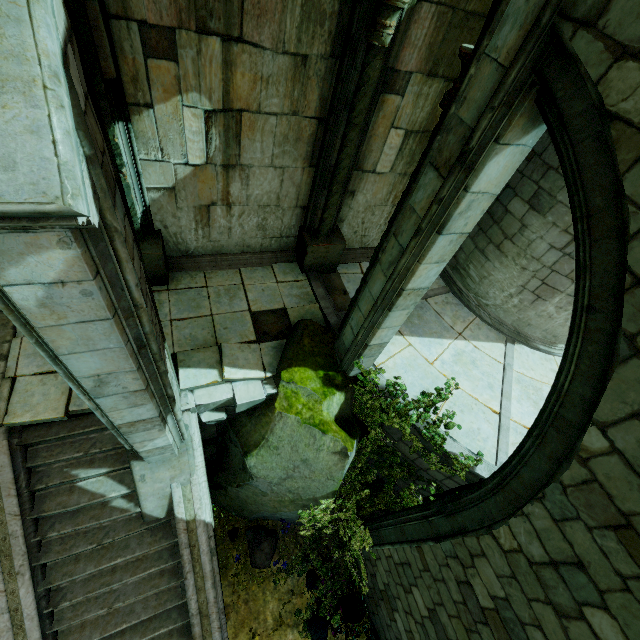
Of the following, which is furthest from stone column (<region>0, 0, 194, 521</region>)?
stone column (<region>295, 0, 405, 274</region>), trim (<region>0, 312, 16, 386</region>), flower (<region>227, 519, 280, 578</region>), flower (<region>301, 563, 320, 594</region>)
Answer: flower (<region>301, 563, 320, 594</region>)

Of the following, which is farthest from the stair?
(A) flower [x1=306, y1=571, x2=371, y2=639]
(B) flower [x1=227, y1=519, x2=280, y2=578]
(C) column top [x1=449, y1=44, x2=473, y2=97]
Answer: (C) column top [x1=449, y1=44, x2=473, y2=97]

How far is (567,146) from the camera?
2.4 meters

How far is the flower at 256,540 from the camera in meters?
7.1

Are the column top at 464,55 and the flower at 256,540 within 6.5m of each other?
no

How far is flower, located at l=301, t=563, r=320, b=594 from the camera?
7.2m

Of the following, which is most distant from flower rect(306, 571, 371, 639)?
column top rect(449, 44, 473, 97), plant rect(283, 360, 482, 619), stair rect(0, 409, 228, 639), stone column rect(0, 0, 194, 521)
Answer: column top rect(449, 44, 473, 97)

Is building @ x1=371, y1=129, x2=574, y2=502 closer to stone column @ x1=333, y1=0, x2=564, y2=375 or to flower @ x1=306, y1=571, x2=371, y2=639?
stone column @ x1=333, y1=0, x2=564, y2=375
